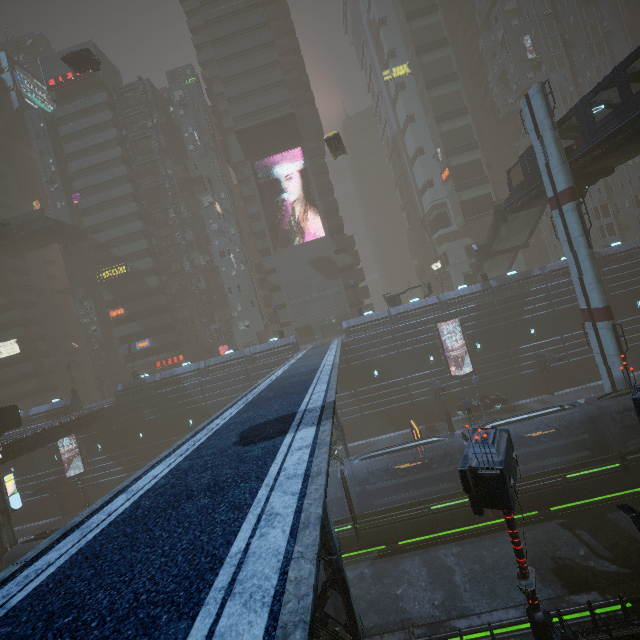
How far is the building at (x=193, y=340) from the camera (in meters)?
52.00

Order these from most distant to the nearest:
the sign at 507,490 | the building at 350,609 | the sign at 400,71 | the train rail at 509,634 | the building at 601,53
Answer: the sign at 400,71
the building at 601,53
the train rail at 509,634
the building at 350,609
the sign at 507,490

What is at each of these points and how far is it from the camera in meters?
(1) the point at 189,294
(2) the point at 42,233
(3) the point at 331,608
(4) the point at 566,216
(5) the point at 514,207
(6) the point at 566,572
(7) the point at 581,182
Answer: (1) building, 52.4 m
(2) bridge, 46.6 m
(3) train, 13.8 m
(4) sm, 24.0 m
(5) bridge, 32.0 m
(6) train rail, 16.3 m
(7) building structure, 24.0 m

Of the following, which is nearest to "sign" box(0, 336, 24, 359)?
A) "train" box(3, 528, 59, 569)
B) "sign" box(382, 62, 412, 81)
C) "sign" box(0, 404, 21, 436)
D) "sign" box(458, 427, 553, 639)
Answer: "train" box(3, 528, 59, 569)

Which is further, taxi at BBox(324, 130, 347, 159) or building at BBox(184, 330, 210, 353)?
building at BBox(184, 330, 210, 353)

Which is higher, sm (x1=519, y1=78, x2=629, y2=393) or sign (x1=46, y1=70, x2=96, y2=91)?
sign (x1=46, y1=70, x2=96, y2=91)

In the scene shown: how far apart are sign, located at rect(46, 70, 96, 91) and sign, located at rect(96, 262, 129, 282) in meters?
29.2 m

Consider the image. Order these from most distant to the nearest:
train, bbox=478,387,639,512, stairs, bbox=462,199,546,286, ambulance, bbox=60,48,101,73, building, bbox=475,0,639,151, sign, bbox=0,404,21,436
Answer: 1. building, bbox=475,0,639,151
2. stairs, bbox=462,199,546,286
3. ambulance, bbox=60,48,101,73
4. sign, bbox=0,404,21,436
5. train, bbox=478,387,639,512
